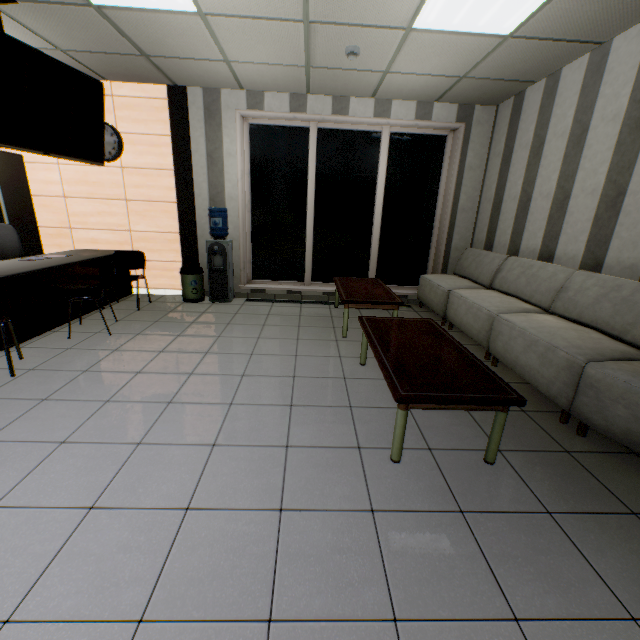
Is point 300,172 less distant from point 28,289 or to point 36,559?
point 28,289

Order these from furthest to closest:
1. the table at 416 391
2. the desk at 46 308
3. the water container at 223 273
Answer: the water container at 223 273 < the desk at 46 308 < the table at 416 391

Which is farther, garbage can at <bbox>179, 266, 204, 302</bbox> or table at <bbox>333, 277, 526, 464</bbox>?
garbage can at <bbox>179, 266, 204, 302</bbox>

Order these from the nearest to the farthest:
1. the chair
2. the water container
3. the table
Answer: the table
the chair
the water container

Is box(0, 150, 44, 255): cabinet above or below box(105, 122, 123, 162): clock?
below

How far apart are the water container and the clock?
1.62m

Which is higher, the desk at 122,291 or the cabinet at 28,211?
the cabinet at 28,211

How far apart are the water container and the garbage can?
0.11m
